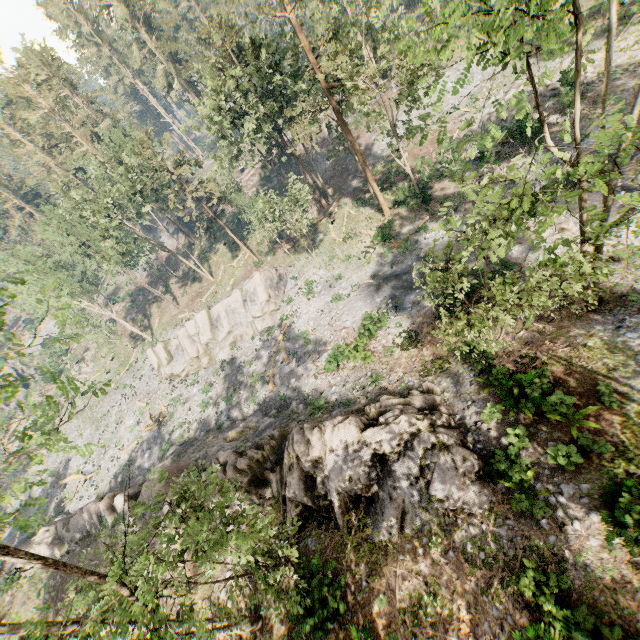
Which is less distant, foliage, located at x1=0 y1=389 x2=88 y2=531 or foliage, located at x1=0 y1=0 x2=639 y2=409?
foliage, located at x1=0 y1=389 x2=88 y2=531

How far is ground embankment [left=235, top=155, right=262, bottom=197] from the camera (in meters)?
52.56

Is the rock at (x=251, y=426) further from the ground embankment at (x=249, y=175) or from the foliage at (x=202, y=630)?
the ground embankment at (x=249, y=175)

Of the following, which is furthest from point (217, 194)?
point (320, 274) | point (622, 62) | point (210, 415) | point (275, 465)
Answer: point (622, 62)

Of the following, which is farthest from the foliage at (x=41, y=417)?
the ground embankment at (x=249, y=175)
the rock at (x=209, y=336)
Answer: the rock at (x=209, y=336)

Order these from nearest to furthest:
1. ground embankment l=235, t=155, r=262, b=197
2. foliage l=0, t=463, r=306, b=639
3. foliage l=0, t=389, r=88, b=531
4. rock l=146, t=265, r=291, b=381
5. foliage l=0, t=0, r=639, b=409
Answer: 1. foliage l=0, t=389, r=88, b=531
2. foliage l=0, t=463, r=306, b=639
3. foliage l=0, t=0, r=639, b=409
4. rock l=146, t=265, r=291, b=381
5. ground embankment l=235, t=155, r=262, b=197

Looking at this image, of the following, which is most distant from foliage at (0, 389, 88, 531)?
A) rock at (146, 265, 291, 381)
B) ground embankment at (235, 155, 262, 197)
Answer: rock at (146, 265, 291, 381)
